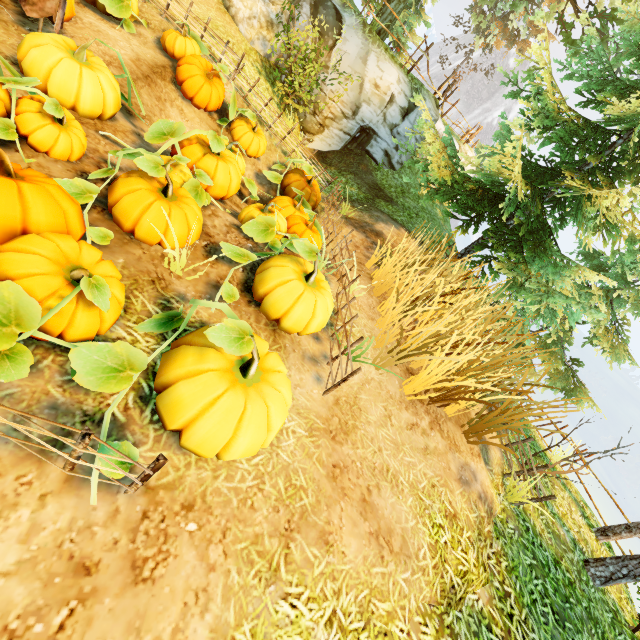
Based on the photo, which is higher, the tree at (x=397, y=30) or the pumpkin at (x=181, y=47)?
the tree at (x=397, y=30)

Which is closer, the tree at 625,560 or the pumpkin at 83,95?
the pumpkin at 83,95

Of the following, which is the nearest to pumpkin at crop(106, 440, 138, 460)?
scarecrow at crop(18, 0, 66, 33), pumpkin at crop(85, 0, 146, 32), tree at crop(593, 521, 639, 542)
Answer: scarecrow at crop(18, 0, 66, 33)

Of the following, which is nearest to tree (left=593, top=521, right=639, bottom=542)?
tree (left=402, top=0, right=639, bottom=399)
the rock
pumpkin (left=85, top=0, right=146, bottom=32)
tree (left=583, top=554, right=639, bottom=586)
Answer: tree (left=583, top=554, right=639, bottom=586)

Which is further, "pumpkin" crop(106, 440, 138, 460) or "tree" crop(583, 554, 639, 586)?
"tree" crop(583, 554, 639, 586)

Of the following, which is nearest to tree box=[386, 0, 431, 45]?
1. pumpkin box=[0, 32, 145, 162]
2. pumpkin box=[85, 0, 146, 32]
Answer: pumpkin box=[85, 0, 146, 32]

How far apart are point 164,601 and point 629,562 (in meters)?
8.01

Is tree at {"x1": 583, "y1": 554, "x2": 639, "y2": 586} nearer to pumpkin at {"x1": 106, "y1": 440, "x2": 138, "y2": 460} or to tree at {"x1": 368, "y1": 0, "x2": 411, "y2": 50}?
pumpkin at {"x1": 106, "y1": 440, "x2": 138, "y2": 460}
